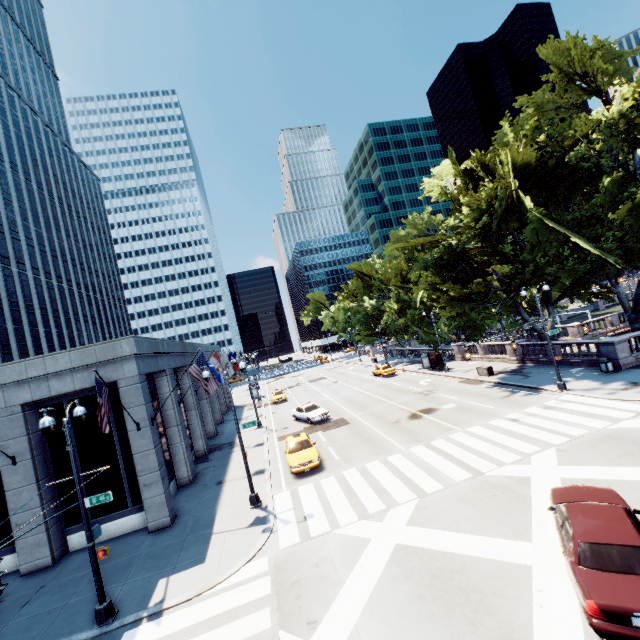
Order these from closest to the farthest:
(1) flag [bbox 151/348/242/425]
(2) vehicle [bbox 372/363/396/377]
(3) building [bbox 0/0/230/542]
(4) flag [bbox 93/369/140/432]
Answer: (4) flag [bbox 93/369/140/432], (3) building [bbox 0/0/230/542], (1) flag [bbox 151/348/242/425], (2) vehicle [bbox 372/363/396/377]

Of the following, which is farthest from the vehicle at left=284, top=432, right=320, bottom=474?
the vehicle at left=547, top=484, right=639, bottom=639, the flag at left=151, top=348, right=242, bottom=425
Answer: the vehicle at left=547, top=484, right=639, bottom=639

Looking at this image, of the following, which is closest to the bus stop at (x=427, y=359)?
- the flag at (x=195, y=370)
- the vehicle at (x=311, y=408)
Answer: the vehicle at (x=311, y=408)

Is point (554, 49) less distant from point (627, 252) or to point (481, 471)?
point (627, 252)

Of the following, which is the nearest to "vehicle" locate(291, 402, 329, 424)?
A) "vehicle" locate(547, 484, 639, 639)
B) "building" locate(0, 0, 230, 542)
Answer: "building" locate(0, 0, 230, 542)

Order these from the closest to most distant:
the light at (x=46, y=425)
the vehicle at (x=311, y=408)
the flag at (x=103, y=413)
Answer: the light at (x=46, y=425), the flag at (x=103, y=413), the vehicle at (x=311, y=408)

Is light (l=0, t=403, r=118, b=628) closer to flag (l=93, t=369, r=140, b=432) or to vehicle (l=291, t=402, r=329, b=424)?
flag (l=93, t=369, r=140, b=432)

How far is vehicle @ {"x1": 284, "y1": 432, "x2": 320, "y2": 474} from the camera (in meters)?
18.48
